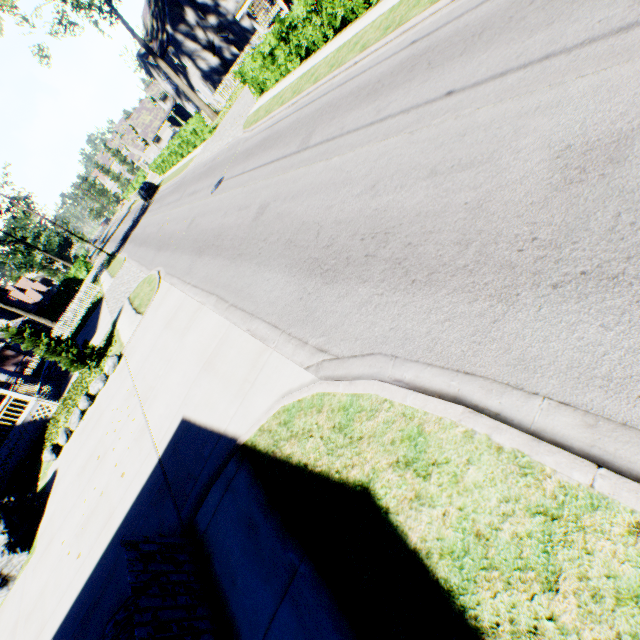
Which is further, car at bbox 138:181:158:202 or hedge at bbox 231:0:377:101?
car at bbox 138:181:158:202

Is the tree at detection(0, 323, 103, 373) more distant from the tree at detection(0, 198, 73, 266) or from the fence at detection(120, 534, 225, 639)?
the tree at detection(0, 198, 73, 266)

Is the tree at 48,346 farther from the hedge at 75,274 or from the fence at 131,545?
the hedge at 75,274

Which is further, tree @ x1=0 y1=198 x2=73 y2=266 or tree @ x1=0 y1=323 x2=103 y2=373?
tree @ x1=0 y1=198 x2=73 y2=266

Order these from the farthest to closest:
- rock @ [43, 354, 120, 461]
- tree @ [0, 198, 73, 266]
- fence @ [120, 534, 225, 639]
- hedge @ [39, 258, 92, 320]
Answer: hedge @ [39, 258, 92, 320]
tree @ [0, 198, 73, 266]
rock @ [43, 354, 120, 461]
fence @ [120, 534, 225, 639]

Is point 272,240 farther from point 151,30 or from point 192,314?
point 151,30

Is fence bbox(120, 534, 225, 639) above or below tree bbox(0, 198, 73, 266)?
below

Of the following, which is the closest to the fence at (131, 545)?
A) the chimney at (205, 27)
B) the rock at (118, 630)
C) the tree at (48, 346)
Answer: the rock at (118, 630)
